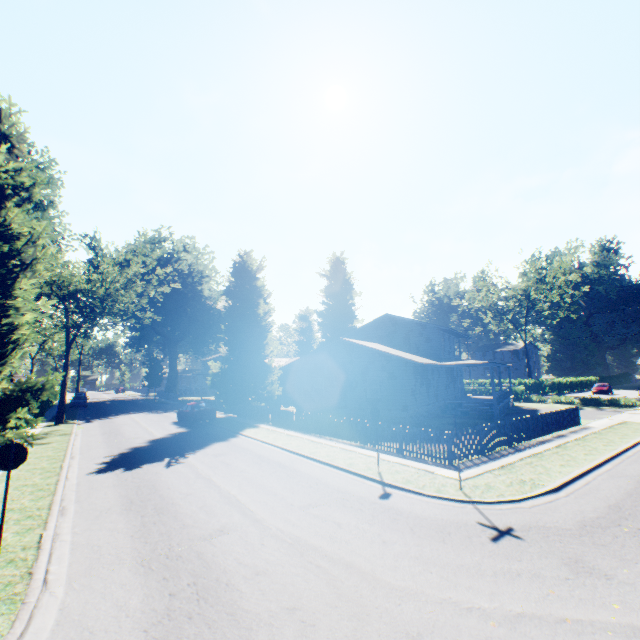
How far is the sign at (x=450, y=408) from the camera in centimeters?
990cm

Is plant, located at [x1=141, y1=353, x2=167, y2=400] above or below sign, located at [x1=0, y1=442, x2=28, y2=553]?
above

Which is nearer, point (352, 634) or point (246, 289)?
point (352, 634)

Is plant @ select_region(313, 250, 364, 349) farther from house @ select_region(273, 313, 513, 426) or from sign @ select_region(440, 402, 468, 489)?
sign @ select_region(440, 402, 468, 489)

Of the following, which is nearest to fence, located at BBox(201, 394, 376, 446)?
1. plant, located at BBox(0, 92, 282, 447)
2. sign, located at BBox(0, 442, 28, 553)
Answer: plant, located at BBox(0, 92, 282, 447)

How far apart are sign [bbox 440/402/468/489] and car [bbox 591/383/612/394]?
52.5 meters

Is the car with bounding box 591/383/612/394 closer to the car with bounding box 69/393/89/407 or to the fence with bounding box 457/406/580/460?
the fence with bounding box 457/406/580/460

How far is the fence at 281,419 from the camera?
16.80m
